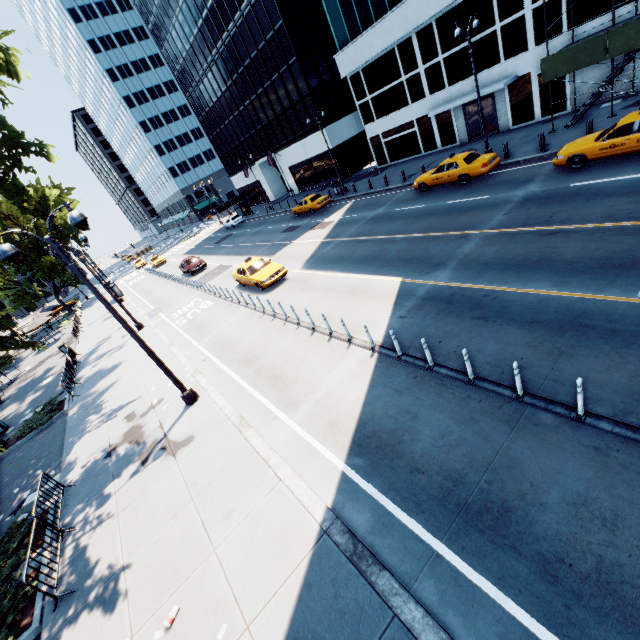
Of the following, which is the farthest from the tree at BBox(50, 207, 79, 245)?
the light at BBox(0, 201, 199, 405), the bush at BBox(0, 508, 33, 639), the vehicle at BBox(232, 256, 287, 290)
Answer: the vehicle at BBox(232, 256, 287, 290)

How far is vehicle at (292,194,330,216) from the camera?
30.4 meters

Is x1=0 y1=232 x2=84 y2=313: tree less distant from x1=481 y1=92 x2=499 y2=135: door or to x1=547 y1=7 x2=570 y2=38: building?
x1=547 y1=7 x2=570 y2=38: building

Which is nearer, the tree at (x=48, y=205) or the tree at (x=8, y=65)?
the tree at (x=8, y=65)

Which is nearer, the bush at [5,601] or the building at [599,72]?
the bush at [5,601]

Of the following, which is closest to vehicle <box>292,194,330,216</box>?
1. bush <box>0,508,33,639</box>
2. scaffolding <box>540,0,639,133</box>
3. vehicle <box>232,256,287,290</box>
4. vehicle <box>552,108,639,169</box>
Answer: vehicle <box>232,256,287,290</box>

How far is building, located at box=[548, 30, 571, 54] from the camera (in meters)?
19.44

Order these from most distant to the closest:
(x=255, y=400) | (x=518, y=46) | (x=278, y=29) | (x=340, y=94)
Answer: (x=340, y=94) < (x=278, y=29) < (x=518, y=46) < (x=255, y=400)
